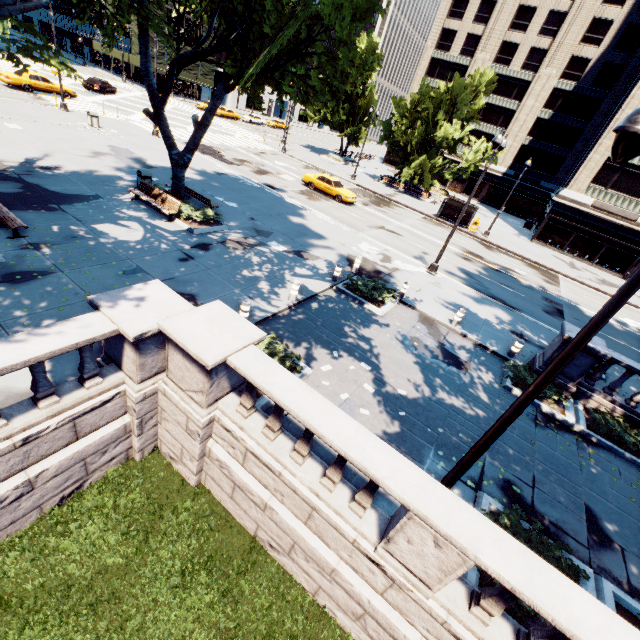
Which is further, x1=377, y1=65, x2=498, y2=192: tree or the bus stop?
x1=377, y1=65, x2=498, y2=192: tree

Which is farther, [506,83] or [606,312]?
[506,83]

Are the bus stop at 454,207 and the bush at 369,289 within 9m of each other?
no

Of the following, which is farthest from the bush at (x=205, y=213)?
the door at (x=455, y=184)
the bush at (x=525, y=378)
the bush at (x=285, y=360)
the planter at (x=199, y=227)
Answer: the door at (x=455, y=184)

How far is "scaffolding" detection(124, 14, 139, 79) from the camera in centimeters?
4941cm

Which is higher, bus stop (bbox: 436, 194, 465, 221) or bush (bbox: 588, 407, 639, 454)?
bus stop (bbox: 436, 194, 465, 221)

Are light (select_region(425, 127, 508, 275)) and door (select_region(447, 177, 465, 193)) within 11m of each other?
no
